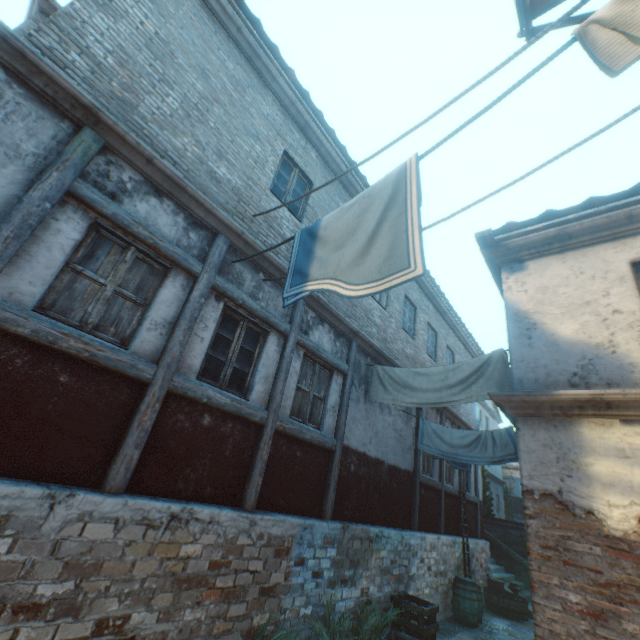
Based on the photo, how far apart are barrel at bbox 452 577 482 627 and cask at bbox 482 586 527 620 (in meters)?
2.51

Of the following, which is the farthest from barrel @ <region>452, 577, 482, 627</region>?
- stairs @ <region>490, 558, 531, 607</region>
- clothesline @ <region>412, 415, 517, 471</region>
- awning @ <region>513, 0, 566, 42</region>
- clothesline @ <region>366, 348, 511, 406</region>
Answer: awning @ <region>513, 0, 566, 42</region>

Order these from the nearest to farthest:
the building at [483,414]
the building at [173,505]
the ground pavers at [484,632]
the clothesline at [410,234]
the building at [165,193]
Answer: the clothesline at [410,234]
the building at [173,505]
the building at [165,193]
the ground pavers at [484,632]
the building at [483,414]

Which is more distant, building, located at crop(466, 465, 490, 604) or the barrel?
building, located at crop(466, 465, 490, 604)

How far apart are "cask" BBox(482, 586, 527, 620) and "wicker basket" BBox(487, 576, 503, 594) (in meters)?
0.10

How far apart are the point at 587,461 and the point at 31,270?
6.32m

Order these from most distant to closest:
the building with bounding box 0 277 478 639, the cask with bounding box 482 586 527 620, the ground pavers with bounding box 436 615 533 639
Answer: the cask with bounding box 482 586 527 620
the ground pavers with bounding box 436 615 533 639
the building with bounding box 0 277 478 639

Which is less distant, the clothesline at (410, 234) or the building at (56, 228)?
the clothesline at (410, 234)
